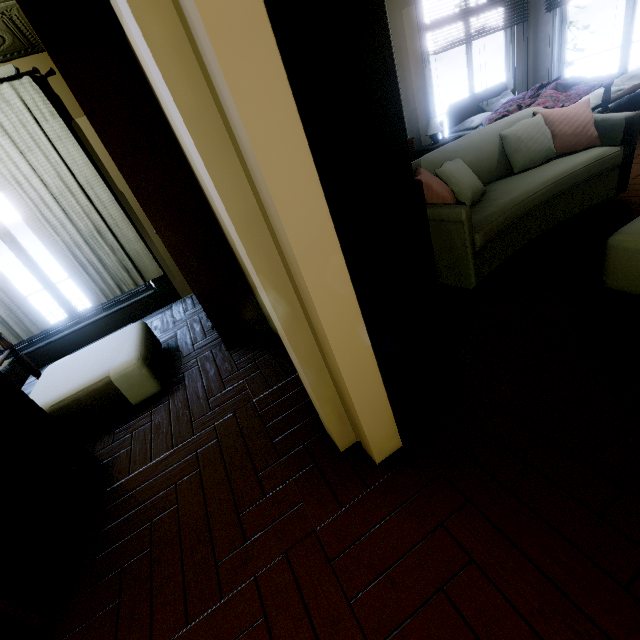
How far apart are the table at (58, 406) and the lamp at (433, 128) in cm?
504

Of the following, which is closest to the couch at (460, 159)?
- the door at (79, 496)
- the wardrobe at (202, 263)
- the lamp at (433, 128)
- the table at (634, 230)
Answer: the table at (634, 230)

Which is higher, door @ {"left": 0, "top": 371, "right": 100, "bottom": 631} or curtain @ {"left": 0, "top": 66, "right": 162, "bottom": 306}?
curtain @ {"left": 0, "top": 66, "right": 162, "bottom": 306}

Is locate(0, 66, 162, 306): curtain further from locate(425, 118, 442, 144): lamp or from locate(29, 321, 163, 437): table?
locate(425, 118, 442, 144): lamp

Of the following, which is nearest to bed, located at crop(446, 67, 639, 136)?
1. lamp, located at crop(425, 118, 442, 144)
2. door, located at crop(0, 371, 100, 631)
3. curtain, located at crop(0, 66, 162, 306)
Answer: lamp, located at crop(425, 118, 442, 144)

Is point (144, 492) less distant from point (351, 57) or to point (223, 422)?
point (223, 422)

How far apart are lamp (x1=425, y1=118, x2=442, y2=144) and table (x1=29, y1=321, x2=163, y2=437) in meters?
5.0 m

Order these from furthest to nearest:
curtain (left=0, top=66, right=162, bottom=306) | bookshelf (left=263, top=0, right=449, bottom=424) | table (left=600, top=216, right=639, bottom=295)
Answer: curtain (left=0, top=66, right=162, bottom=306) < table (left=600, top=216, right=639, bottom=295) < bookshelf (left=263, top=0, right=449, bottom=424)
